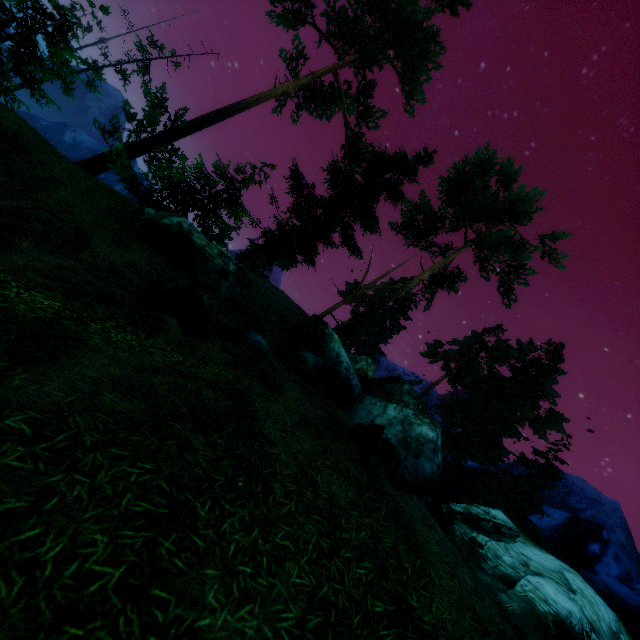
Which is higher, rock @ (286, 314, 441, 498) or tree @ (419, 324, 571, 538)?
tree @ (419, 324, 571, 538)

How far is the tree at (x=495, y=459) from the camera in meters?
22.0

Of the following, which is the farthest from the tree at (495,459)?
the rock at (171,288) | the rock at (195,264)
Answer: the rock at (171,288)

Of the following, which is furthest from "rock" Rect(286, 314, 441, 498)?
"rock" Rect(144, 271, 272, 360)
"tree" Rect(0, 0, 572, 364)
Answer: "rock" Rect(144, 271, 272, 360)

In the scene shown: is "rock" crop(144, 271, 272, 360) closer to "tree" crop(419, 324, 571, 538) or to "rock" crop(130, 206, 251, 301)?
"rock" crop(130, 206, 251, 301)

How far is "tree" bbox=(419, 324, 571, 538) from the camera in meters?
22.0 m

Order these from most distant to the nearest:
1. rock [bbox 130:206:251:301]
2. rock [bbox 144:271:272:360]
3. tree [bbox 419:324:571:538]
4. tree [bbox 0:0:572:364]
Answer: tree [bbox 419:324:571:538]
tree [bbox 0:0:572:364]
rock [bbox 130:206:251:301]
rock [bbox 144:271:272:360]

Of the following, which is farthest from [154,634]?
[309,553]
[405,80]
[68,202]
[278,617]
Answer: [405,80]
